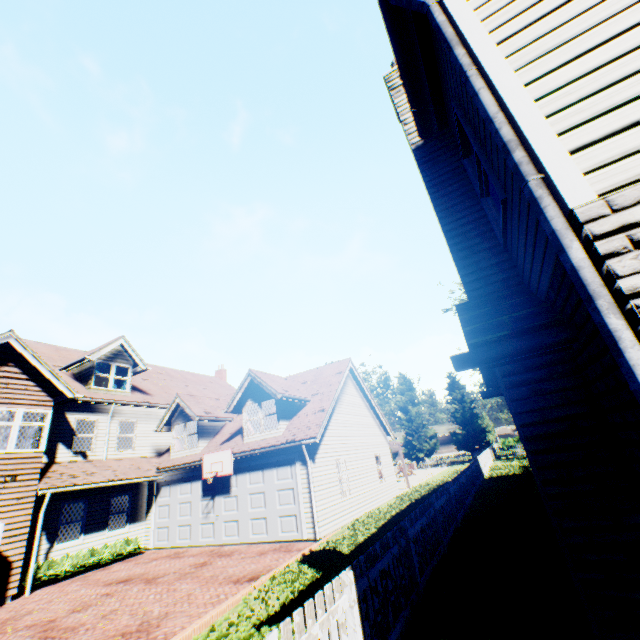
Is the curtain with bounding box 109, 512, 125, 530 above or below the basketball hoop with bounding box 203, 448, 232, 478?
below

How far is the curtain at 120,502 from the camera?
15.4m

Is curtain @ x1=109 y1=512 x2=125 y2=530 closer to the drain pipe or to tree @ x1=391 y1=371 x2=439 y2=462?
tree @ x1=391 y1=371 x2=439 y2=462

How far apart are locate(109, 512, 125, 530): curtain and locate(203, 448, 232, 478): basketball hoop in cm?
491

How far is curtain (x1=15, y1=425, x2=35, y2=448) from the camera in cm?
1234

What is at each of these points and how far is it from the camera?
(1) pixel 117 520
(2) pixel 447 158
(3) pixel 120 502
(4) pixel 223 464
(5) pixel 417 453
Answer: (1) curtain, 15.3 meters
(2) chimney, 4.7 meters
(3) curtain, 15.7 meters
(4) basketball hoop, 14.2 meters
(5) tree, 44.3 meters

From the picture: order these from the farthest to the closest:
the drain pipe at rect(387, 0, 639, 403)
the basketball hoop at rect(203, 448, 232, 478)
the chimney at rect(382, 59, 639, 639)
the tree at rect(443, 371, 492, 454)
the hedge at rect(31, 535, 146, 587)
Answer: the tree at rect(443, 371, 492, 454) → the basketball hoop at rect(203, 448, 232, 478) → the hedge at rect(31, 535, 146, 587) → the chimney at rect(382, 59, 639, 639) → the drain pipe at rect(387, 0, 639, 403)

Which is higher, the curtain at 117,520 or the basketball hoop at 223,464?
the basketball hoop at 223,464
